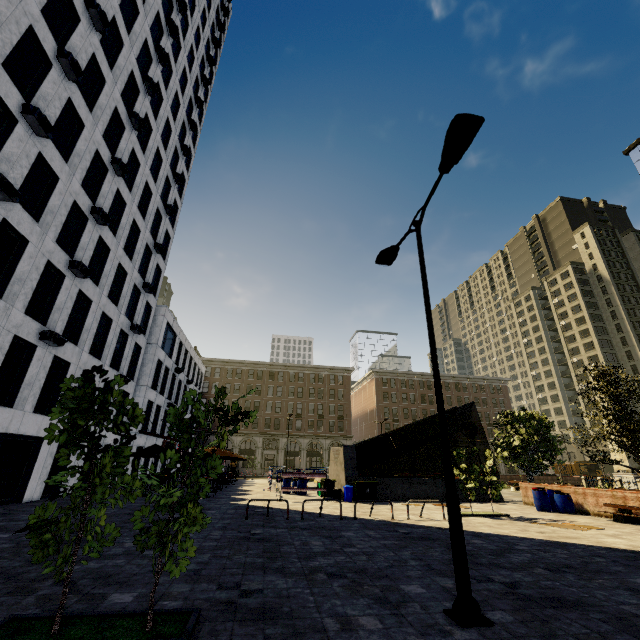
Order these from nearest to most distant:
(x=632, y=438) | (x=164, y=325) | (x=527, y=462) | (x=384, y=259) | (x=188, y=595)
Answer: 1. (x=188, y=595)
2. (x=384, y=259)
3. (x=632, y=438)
4. (x=527, y=462)
5. (x=164, y=325)

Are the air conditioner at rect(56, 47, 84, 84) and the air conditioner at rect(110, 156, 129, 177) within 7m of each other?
yes

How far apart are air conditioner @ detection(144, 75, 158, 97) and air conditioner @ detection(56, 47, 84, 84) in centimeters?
922cm

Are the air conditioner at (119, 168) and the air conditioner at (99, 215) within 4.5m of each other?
yes

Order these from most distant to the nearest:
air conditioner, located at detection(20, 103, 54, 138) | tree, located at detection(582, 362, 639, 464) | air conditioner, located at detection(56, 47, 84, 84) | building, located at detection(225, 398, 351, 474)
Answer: building, located at detection(225, 398, 351, 474) → tree, located at detection(582, 362, 639, 464) → air conditioner, located at detection(56, 47, 84, 84) → air conditioner, located at detection(20, 103, 54, 138)

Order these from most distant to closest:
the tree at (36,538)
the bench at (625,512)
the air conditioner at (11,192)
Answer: the bench at (625,512) → the air conditioner at (11,192) → the tree at (36,538)

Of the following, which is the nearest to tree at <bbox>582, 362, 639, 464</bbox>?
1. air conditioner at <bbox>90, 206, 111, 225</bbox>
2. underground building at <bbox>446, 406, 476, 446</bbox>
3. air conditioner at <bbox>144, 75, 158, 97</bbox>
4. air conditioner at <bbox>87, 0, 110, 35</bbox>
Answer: underground building at <bbox>446, 406, 476, 446</bbox>

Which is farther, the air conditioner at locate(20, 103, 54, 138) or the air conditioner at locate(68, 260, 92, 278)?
the air conditioner at locate(68, 260, 92, 278)
